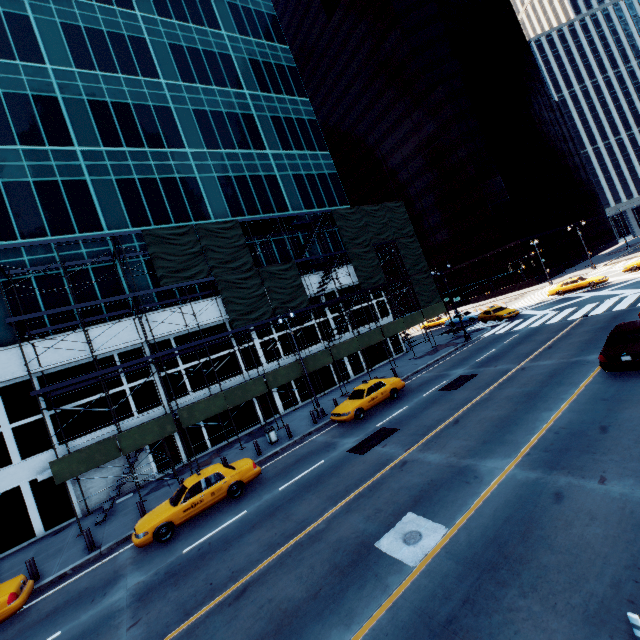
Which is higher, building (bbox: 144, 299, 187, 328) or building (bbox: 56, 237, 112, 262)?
building (bbox: 56, 237, 112, 262)

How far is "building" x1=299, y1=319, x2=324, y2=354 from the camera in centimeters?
2948cm

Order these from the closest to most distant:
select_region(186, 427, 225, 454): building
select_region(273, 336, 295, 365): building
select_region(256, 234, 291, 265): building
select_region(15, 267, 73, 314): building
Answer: select_region(15, 267, 73, 314): building < select_region(186, 427, 225, 454): building < select_region(273, 336, 295, 365): building < select_region(256, 234, 291, 265): building

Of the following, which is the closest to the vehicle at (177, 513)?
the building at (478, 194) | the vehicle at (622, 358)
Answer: the vehicle at (622, 358)

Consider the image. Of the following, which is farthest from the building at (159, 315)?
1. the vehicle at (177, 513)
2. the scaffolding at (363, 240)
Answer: the vehicle at (177, 513)

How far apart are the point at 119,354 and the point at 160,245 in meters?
8.0

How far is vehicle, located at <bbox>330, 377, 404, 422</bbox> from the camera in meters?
18.3

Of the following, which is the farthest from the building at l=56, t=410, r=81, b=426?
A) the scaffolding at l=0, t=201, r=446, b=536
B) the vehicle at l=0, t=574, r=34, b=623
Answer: the vehicle at l=0, t=574, r=34, b=623
